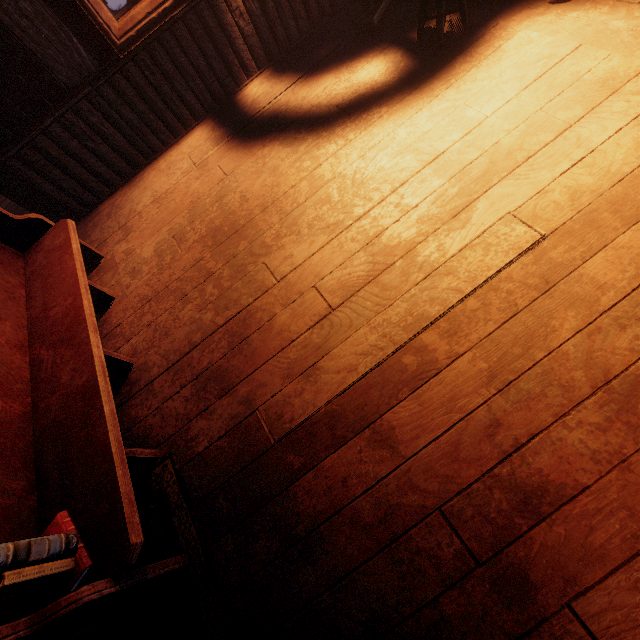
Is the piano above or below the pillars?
below

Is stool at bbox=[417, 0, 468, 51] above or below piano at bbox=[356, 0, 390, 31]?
above

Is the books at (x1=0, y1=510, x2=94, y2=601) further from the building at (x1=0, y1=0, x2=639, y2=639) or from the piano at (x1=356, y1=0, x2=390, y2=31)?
the piano at (x1=356, y1=0, x2=390, y2=31)

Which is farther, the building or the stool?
the stool

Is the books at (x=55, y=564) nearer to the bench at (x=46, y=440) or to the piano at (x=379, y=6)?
the bench at (x=46, y=440)

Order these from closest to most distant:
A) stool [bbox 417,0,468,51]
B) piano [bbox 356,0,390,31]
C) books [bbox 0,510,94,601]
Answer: books [bbox 0,510,94,601] → stool [bbox 417,0,468,51] → piano [bbox 356,0,390,31]

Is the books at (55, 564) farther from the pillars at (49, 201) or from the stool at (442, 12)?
the stool at (442, 12)

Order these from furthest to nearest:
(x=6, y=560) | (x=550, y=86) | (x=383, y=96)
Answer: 1. (x=383, y=96)
2. (x=550, y=86)
3. (x=6, y=560)
